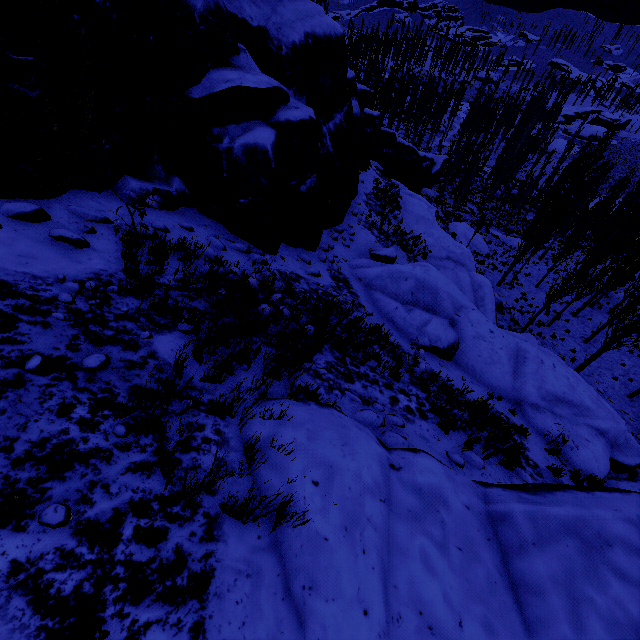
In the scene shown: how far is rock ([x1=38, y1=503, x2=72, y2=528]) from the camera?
2.30m

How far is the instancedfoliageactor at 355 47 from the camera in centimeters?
3119cm

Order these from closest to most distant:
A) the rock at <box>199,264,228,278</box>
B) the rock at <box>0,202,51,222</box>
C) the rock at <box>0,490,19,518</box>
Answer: the rock at <box>0,490,19,518</box> → the rock at <box>0,202,51,222</box> → the rock at <box>199,264,228,278</box>

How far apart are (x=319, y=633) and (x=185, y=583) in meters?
1.2 m

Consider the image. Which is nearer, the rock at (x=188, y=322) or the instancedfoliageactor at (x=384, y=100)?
the rock at (x=188, y=322)

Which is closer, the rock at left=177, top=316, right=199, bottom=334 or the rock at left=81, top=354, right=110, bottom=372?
the rock at left=81, top=354, right=110, bottom=372
